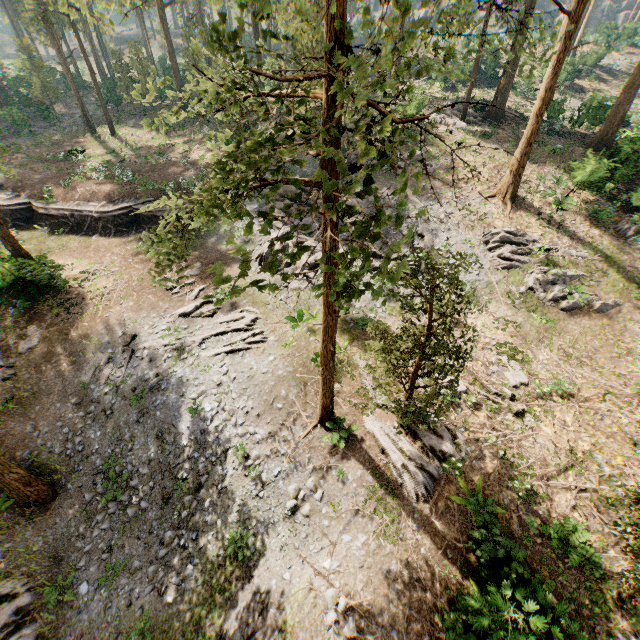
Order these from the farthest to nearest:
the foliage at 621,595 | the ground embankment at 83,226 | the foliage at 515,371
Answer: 1. the ground embankment at 83,226
2. the foliage at 515,371
3. the foliage at 621,595

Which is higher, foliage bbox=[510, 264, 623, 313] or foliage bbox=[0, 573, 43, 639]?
foliage bbox=[510, 264, 623, 313]

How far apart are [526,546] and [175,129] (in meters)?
48.87

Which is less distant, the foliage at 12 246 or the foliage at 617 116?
the foliage at 12 246

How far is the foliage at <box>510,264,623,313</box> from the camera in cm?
1936

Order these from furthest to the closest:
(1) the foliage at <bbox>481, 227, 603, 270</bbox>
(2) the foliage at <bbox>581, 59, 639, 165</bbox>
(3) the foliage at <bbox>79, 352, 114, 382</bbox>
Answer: (2) the foliage at <bbox>581, 59, 639, 165</bbox> → (1) the foliage at <bbox>481, 227, 603, 270</bbox> → (3) the foliage at <bbox>79, 352, 114, 382</bbox>
